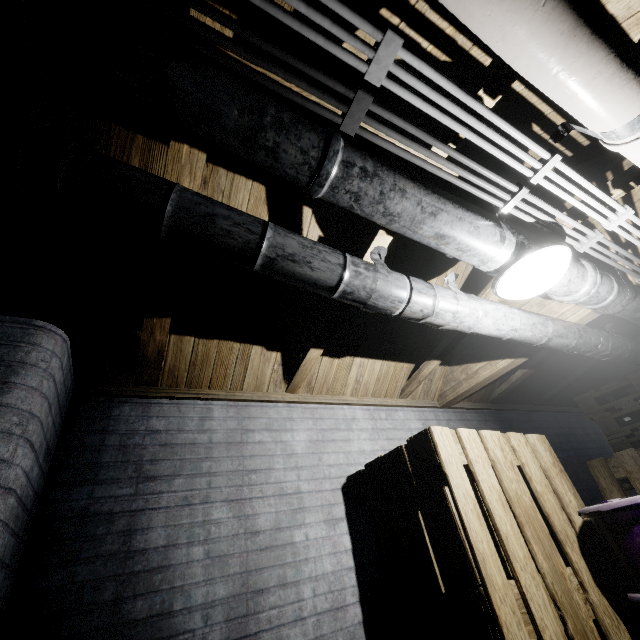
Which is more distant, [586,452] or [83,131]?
[586,452]

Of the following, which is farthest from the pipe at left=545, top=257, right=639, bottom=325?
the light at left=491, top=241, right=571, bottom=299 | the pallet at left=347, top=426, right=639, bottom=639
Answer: the pallet at left=347, top=426, right=639, bottom=639

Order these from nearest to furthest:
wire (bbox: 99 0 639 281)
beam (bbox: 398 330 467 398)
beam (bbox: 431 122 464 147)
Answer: wire (bbox: 99 0 639 281) → beam (bbox: 431 122 464 147) → beam (bbox: 398 330 467 398)

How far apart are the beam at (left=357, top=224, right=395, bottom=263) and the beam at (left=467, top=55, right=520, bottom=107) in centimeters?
18cm

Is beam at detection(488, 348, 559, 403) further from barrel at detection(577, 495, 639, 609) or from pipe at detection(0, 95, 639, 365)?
barrel at detection(577, 495, 639, 609)

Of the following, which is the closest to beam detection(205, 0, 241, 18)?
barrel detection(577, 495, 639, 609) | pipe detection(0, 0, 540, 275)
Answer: pipe detection(0, 0, 540, 275)

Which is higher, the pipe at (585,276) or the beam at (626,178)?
the beam at (626,178)

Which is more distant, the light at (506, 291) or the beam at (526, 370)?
the beam at (526, 370)
